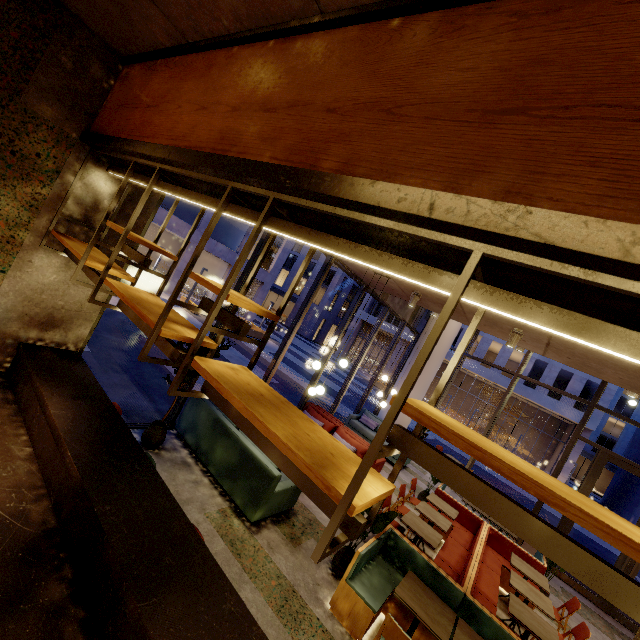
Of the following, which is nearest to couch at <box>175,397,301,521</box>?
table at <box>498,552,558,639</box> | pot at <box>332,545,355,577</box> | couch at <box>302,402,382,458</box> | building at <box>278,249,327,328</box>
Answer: pot at <box>332,545,355,577</box>

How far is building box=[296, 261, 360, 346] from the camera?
45.4 meters

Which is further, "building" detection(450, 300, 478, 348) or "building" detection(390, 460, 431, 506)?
"building" detection(390, 460, 431, 506)

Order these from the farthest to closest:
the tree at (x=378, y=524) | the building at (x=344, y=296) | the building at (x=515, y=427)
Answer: the building at (x=344, y=296), the building at (x=515, y=427), the tree at (x=378, y=524)

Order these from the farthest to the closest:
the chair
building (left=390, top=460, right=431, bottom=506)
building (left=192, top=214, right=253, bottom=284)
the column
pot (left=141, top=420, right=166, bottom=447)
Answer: building (left=192, top=214, right=253, bottom=284)
the column
building (left=390, top=460, right=431, bottom=506)
pot (left=141, top=420, right=166, bottom=447)
the chair

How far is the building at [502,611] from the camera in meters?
5.6

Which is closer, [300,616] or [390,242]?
[390,242]

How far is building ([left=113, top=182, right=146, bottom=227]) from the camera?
4.0m
